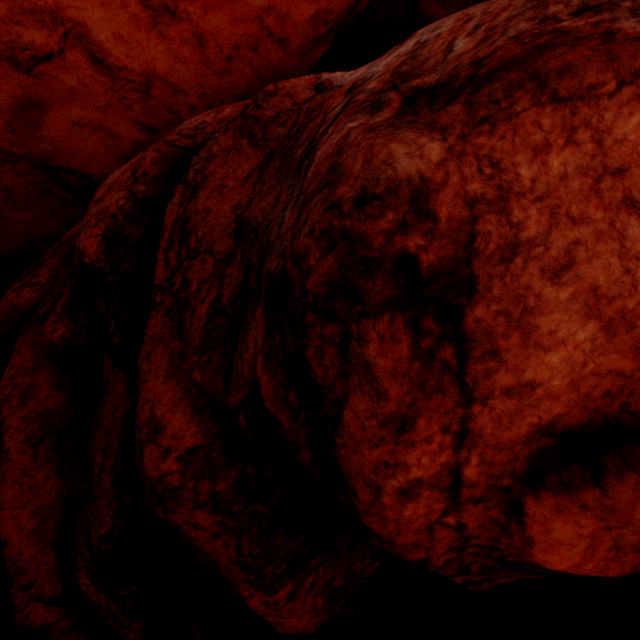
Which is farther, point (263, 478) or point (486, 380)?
point (263, 478)
